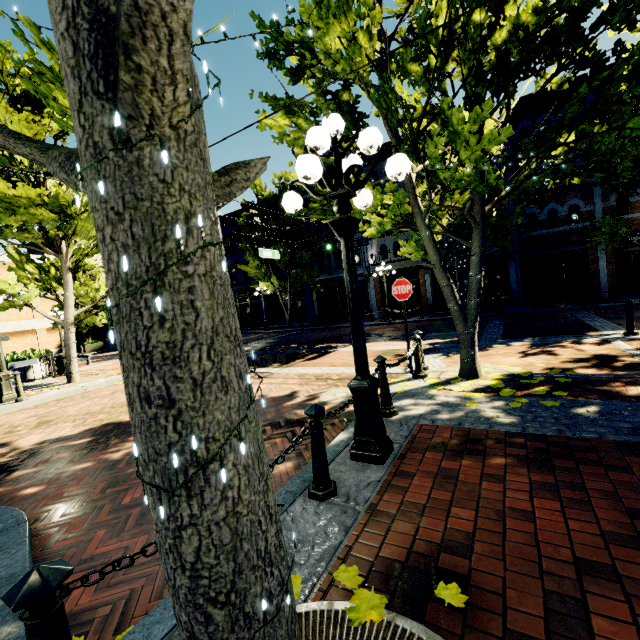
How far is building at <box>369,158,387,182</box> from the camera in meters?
22.1 m

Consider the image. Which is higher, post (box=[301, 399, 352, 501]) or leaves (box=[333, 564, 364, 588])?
post (box=[301, 399, 352, 501])

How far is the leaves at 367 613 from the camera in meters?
1.8 m

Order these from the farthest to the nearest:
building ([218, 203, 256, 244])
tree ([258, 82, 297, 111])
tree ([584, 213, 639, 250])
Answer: building ([218, 203, 256, 244])
tree ([584, 213, 639, 250])
tree ([258, 82, 297, 111])

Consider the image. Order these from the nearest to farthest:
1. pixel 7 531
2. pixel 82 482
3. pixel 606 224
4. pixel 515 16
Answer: pixel 7 531
pixel 82 482
pixel 515 16
pixel 606 224

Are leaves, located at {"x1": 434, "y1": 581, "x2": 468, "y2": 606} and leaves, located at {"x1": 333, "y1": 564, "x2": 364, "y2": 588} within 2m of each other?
yes

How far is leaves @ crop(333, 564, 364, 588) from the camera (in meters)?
1.98

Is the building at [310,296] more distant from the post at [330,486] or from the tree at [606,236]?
the post at [330,486]
